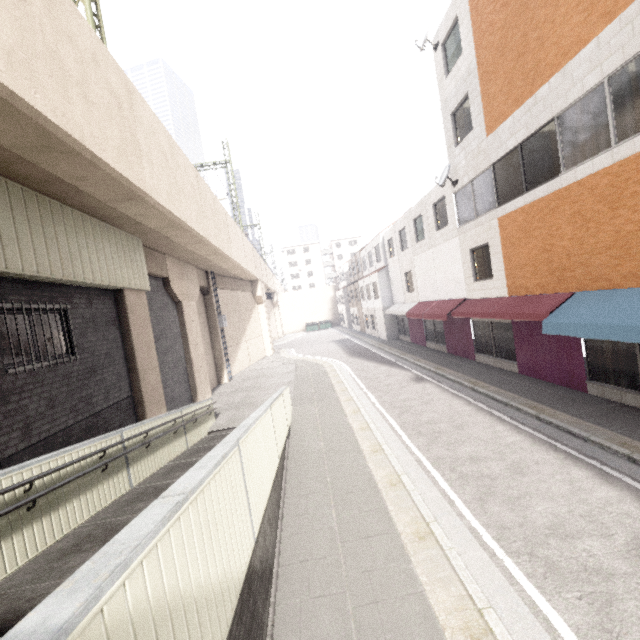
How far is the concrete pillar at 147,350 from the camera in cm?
966

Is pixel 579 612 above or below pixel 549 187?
below

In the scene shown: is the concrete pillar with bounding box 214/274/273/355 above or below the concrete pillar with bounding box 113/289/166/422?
above

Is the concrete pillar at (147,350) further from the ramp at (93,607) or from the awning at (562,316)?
the awning at (562,316)

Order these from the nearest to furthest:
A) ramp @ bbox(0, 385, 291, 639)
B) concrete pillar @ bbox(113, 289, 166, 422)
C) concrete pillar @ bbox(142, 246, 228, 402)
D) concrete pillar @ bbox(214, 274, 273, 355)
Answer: ramp @ bbox(0, 385, 291, 639) < concrete pillar @ bbox(113, 289, 166, 422) < concrete pillar @ bbox(142, 246, 228, 402) < concrete pillar @ bbox(214, 274, 273, 355)

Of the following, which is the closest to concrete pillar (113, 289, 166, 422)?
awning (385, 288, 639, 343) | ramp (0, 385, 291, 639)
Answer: ramp (0, 385, 291, 639)

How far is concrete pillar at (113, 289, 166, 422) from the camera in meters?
9.7

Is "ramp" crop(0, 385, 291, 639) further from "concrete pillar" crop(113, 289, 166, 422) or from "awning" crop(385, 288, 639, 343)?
"awning" crop(385, 288, 639, 343)
